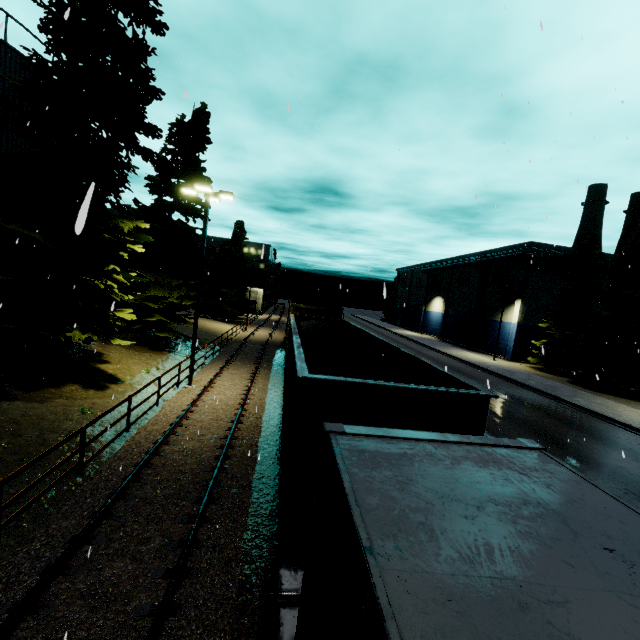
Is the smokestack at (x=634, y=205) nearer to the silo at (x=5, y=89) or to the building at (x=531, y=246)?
the building at (x=531, y=246)

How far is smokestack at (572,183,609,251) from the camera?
49.4m

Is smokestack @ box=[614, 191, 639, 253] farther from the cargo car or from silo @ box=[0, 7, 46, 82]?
silo @ box=[0, 7, 46, 82]

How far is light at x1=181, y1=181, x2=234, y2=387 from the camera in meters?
15.3 m

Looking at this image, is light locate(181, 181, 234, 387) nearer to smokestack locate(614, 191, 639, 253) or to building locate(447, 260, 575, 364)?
building locate(447, 260, 575, 364)

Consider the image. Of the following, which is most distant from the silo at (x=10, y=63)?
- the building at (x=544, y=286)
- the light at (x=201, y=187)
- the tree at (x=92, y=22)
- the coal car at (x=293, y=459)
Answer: the building at (x=544, y=286)

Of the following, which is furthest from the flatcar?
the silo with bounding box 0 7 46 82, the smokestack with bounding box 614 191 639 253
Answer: the smokestack with bounding box 614 191 639 253

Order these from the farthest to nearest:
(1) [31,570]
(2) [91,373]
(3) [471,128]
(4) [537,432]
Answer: (4) [537,432]
(2) [91,373]
(3) [471,128]
(1) [31,570]
